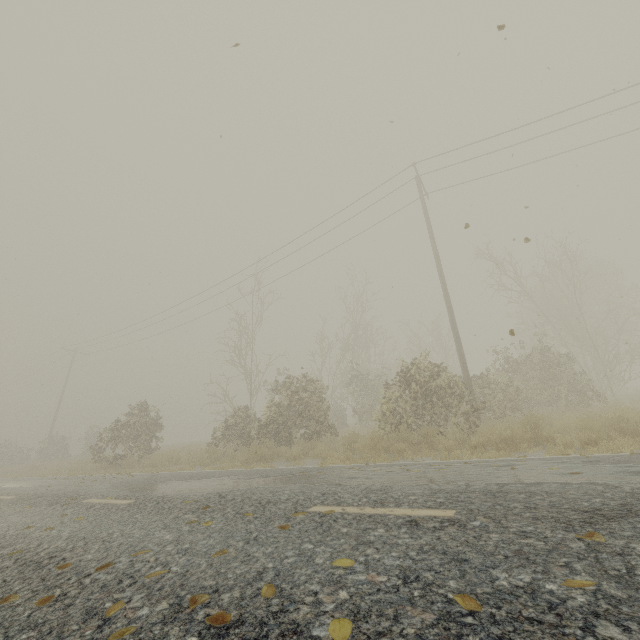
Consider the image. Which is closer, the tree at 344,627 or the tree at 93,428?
the tree at 344,627

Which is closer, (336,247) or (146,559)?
(146,559)

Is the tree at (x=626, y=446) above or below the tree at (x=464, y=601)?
below

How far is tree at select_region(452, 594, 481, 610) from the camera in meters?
1.5 m

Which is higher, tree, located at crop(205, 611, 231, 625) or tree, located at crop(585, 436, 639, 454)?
tree, located at crop(205, 611, 231, 625)

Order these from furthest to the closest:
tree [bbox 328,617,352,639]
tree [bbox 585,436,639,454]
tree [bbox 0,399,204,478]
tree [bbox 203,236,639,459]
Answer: tree [bbox 0,399,204,478]
tree [bbox 203,236,639,459]
tree [bbox 585,436,639,454]
tree [bbox 328,617,352,639]

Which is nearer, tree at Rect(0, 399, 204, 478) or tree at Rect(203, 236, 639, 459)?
tree at Rect(203, 236, 639, 459)
